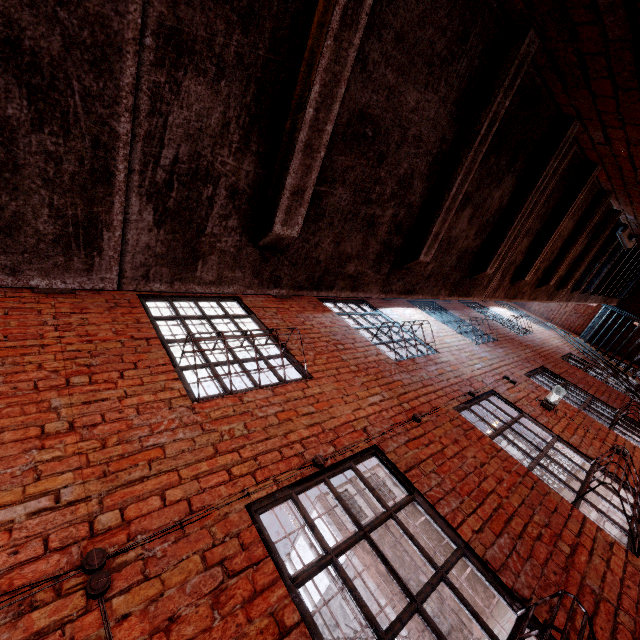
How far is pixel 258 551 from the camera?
1.9 meters

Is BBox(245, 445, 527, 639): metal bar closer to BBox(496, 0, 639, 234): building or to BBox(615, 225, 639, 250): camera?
BBox(496, 0, 639, 234): building

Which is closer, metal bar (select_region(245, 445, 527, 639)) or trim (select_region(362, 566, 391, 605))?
metal bar (select_region(245, 445, 527, 639))

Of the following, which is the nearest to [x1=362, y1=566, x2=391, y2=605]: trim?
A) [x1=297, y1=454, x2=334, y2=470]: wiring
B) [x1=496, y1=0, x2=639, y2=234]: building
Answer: [x1=496, y1=0, x2=639, y2=234]: building

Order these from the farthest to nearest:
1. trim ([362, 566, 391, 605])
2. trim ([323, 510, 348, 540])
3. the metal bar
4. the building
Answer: trim ([323, 510, 348, 540]) → trim ([362, 566, 391, 605]) → the metal bar → the building

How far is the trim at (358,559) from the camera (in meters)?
→ 16.62

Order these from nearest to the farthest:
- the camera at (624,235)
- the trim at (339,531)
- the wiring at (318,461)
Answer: the wiring at (318,461), the camera at (624,235), the trim at (339,531)
